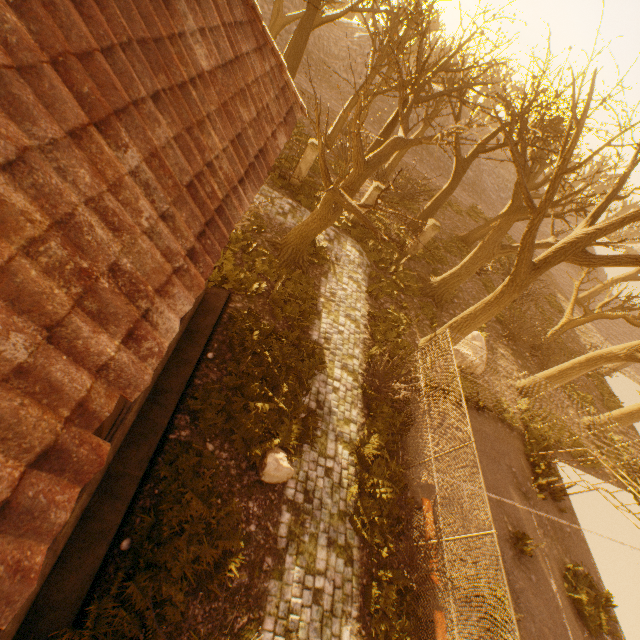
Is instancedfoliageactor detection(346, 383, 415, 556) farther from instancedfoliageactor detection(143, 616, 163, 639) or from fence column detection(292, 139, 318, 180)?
fence column detection(292, 139, 318, 180)

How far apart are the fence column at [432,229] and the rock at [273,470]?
14.9 meters

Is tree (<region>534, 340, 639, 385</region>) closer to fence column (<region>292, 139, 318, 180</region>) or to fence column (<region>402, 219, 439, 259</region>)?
fence column (<region>402, 219, 439, 259</region>)

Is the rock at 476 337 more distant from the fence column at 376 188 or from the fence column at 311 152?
the fence column at 311 152

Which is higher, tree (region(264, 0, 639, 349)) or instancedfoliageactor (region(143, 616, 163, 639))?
tree (region(264, 0, 639, 349))

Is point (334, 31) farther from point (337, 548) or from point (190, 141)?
point (337, 548)

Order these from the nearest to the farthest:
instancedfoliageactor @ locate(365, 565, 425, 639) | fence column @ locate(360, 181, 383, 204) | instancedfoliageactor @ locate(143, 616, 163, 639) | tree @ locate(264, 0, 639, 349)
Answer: instancedfoliageactor @ locate(143, 616, 163, 639) → instancedfoliageactor @ locate(365, 565, 425, 639) → tree @ locate(264, 0, 639, 349) → fence column @ locate(360, 181, 383, 204)

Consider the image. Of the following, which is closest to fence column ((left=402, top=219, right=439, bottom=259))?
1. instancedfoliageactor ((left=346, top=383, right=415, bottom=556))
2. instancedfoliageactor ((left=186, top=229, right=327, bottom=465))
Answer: instancedfoliageactor ((left=186, top=229, right=327, bottom=465))
